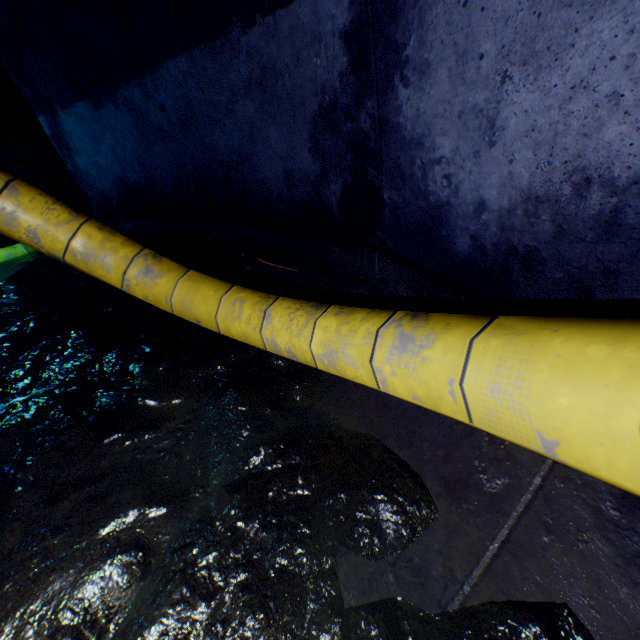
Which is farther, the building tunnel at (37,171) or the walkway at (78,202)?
the building tunnel at (37,171)

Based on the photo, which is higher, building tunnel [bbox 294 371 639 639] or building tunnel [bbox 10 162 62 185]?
building tunnel [bbox 10 162 62 185]

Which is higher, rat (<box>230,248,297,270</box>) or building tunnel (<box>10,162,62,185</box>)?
building tunnel (<box>10,162,62,185</box>)

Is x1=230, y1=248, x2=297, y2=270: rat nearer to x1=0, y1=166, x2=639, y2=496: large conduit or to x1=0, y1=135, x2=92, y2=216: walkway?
x1=0, y1=166, x2=639, y2=496: large conduit

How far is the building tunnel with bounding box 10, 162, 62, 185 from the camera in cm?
833

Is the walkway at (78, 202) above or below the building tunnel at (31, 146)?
below

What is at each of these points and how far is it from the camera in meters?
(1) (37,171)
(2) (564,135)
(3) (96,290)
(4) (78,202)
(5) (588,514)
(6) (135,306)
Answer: (1) building tunnel, 8.6 m
(2) building tunnel, 1.1 m
(3) building tunnel, 4.3 m
(4) walkway, 8.4 m
(5) building tunnel, 1.1 m
(6) building tunnel, 3.7 m

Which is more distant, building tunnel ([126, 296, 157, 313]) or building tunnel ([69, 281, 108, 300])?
building tunnel ([69, 281, 108, 300])
